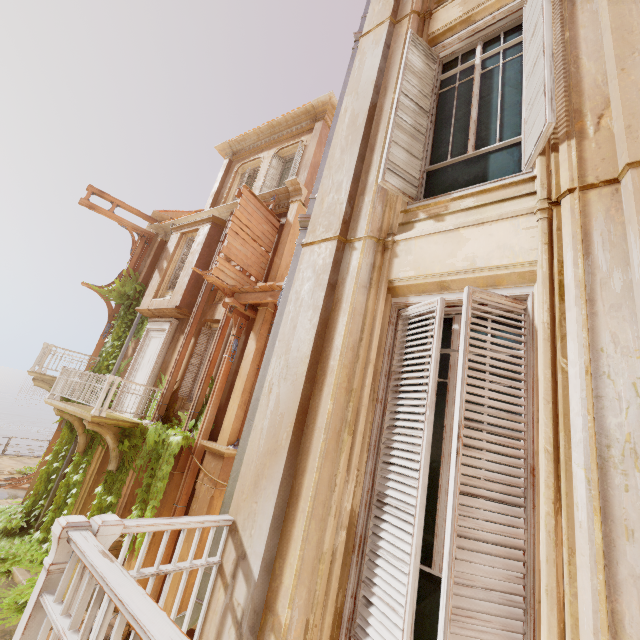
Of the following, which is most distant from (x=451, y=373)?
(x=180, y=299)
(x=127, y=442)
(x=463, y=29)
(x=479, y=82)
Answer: (x=180, y=299)

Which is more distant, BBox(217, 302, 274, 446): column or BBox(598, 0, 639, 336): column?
BBox(217, 302, 274, 446): column

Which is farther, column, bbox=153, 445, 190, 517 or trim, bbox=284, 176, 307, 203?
trim, bbox=284, 176, 307, 203

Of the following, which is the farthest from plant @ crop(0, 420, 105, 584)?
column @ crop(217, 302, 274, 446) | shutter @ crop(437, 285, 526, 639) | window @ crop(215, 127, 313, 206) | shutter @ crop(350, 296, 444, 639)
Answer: window @ crop(215, 127, 313, 206)

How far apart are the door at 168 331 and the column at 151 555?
2.15m

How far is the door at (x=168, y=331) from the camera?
11.3m

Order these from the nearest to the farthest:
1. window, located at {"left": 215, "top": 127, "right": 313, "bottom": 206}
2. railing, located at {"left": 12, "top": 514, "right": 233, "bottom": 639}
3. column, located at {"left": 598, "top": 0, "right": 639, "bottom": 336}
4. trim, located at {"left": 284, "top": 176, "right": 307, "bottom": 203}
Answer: railing, located at {"left": 12, "top": 514, "right": 233, "bottom": 639} < column, located at {"left": 598, "top": 0, "right": 639, "bottom": 336} < trim, located at {"left": 284, "top": 176, "right": 307, "bottom": 203} < window, located at {"left": 215, "top": 127, "right": 313, "bottom": 206}

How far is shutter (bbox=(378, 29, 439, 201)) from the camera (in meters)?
3.49
